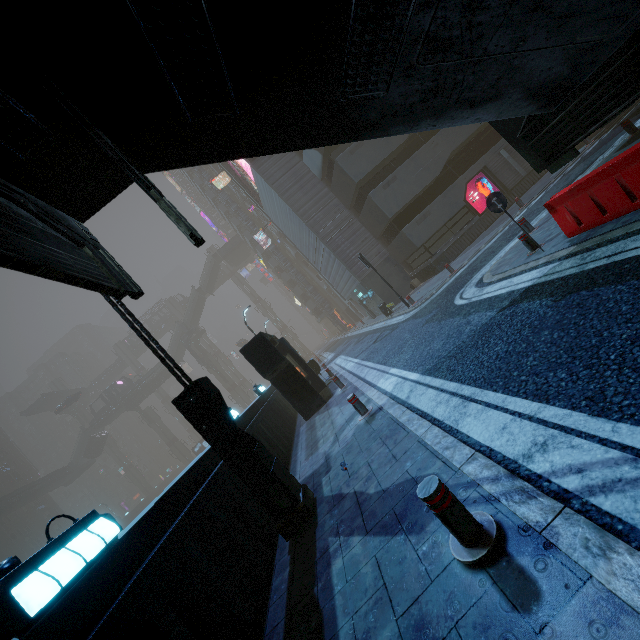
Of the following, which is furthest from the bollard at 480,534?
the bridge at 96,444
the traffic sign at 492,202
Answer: the bridge at 96,444

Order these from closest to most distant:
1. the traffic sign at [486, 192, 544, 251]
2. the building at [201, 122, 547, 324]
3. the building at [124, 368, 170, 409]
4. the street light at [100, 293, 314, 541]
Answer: the street light at [100, 293, 314, 541] → the traffic sign at [486, 192, 544, 251] → the building at [201, 122, 547, 324] → the building at [124, 368, 170, 409]

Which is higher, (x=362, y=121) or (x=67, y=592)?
(x=362, y=121)

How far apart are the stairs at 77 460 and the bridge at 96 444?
0.0m

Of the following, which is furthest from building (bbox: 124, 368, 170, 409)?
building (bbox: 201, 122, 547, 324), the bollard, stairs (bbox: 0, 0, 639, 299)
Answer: the bollard

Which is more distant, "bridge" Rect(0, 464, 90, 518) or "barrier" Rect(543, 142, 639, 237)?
"bridge" Rect(0, 464, 90, 518)

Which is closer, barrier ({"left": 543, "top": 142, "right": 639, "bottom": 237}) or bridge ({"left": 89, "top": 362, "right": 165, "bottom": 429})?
barrier ({"left": 543, "top": 142, "right": 639, "bottom": 237})

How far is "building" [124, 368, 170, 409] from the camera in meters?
58.6
